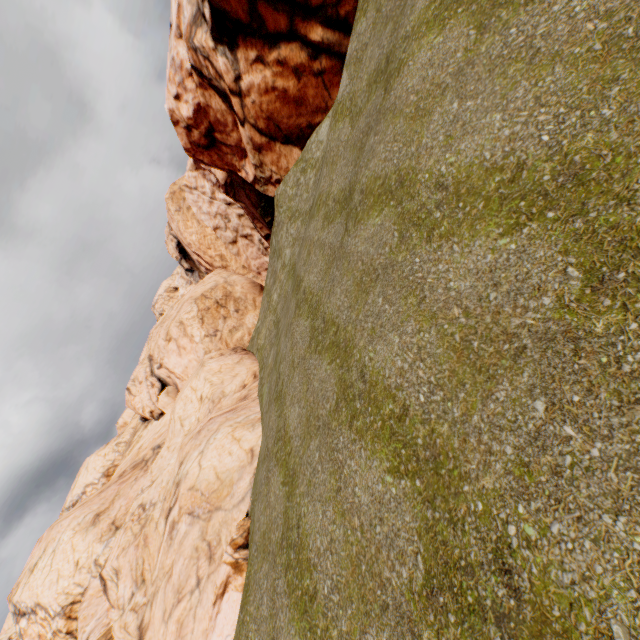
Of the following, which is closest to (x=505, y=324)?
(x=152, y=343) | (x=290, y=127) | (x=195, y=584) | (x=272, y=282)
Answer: (x=195, y=584)

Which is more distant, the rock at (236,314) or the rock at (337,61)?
the rock at (337,61)

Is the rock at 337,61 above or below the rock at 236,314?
above

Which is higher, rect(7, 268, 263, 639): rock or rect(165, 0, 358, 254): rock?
rect(165, 0, 358, 254): rock

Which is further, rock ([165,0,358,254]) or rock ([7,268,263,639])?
rock ([165,0,358,254])
